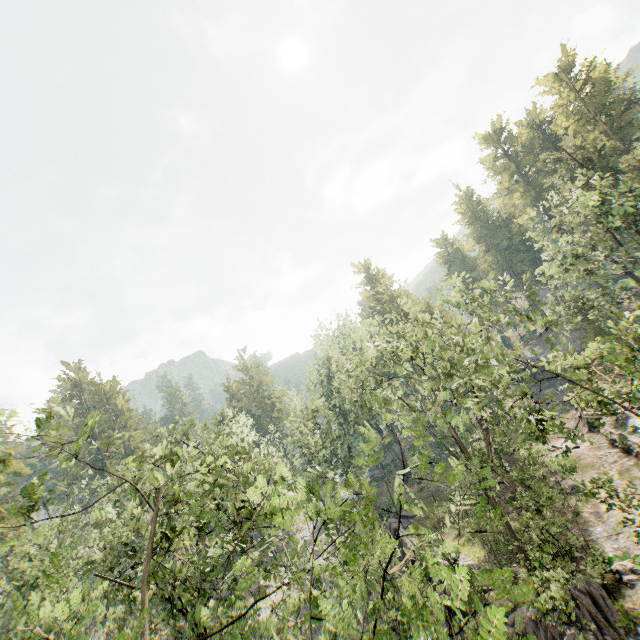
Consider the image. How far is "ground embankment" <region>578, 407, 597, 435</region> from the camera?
31.3 meters

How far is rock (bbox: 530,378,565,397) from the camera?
46.38m

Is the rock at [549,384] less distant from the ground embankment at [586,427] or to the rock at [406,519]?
the ground embankment at [586,427]

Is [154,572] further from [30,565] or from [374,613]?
[30,565]

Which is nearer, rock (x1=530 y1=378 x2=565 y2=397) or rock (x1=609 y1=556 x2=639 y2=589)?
rock (x1=609 y1=556 x2=639 y2=589)

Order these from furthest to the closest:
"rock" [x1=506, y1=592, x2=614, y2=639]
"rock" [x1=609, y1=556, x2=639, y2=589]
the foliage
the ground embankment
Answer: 1. the ground embankment
2. "rock" [x1=609, y1=556, x2=639, y2=589]
3. "rock" [x1=506, y1=592, x2=614, y2=639]
4. the foliage

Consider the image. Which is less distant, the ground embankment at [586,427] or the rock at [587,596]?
the rock at [587,596]

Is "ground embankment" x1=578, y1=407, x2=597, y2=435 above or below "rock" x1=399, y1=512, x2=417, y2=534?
above
